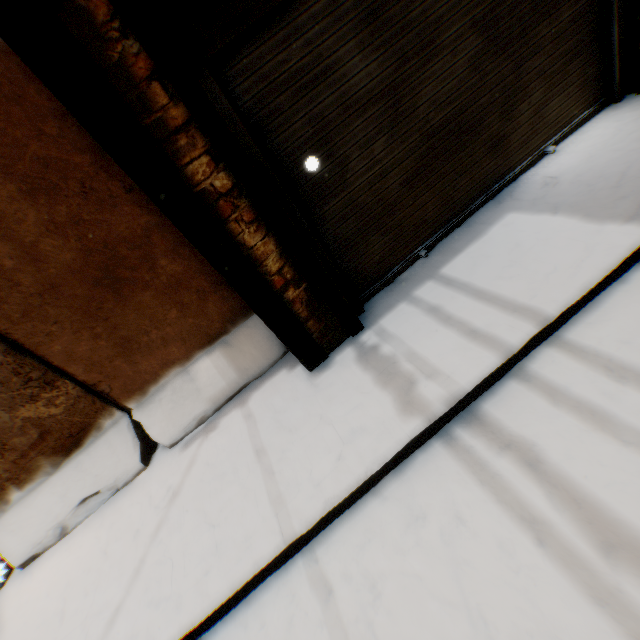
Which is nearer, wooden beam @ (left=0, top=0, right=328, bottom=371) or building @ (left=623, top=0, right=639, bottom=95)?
wooden beam @ (left=0, top=0, right=328, bottom=371)

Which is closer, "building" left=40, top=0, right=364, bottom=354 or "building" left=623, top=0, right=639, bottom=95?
"building" left=40, top=0, right=364, bottom=354

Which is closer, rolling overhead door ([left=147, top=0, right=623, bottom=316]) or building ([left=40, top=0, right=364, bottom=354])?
building ([left=40, top=0, right=364, bottom=354])

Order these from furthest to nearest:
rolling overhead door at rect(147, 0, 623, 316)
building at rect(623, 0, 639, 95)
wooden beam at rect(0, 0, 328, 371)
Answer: building at rect(623, 0, 639, 95)
rolling overhead door at rect(147, 0, 623, 316)
wooden beam at rect(0, 0, 328, 371)

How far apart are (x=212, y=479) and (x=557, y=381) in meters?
2.9 m

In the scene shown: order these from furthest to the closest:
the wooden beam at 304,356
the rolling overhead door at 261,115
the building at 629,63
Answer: the building at 629,63
the rolling overhead door at 261,115
the wooden beam at 304,356

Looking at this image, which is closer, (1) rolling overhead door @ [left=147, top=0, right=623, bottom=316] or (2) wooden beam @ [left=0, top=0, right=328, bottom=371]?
(2) wooden beam @ [left=0, top=0, right=328, bottom=371]

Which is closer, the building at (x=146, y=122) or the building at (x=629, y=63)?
the building at (x=146, y=122)
